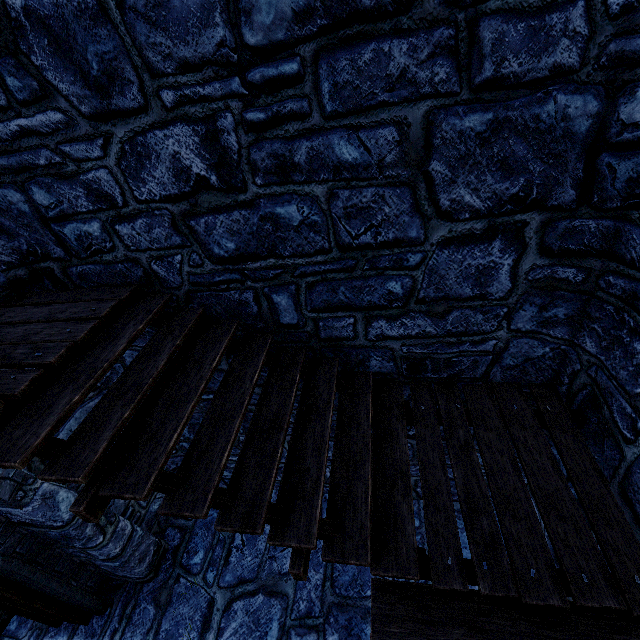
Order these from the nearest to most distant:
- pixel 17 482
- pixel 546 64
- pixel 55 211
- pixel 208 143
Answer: pixel 546 64 → pixel 208 143 → pixel 55 211 → pixel 17 482
